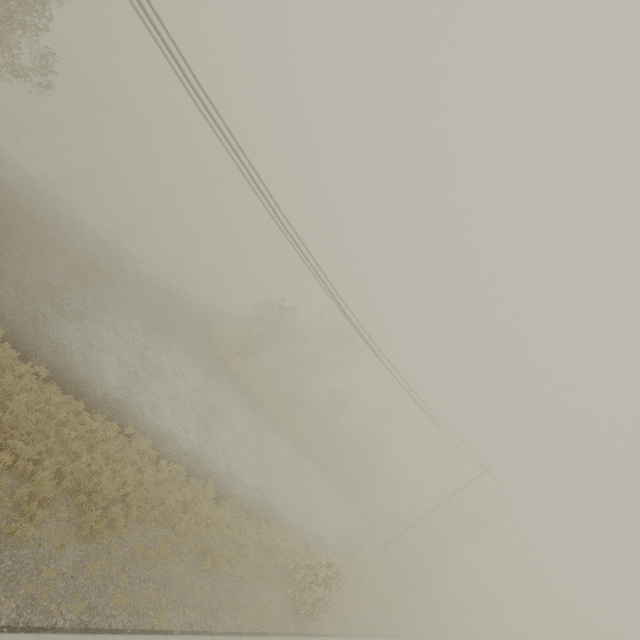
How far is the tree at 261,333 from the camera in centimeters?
2756cm

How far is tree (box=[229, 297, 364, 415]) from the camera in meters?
27.6 m

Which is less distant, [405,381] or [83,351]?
[83,351]
